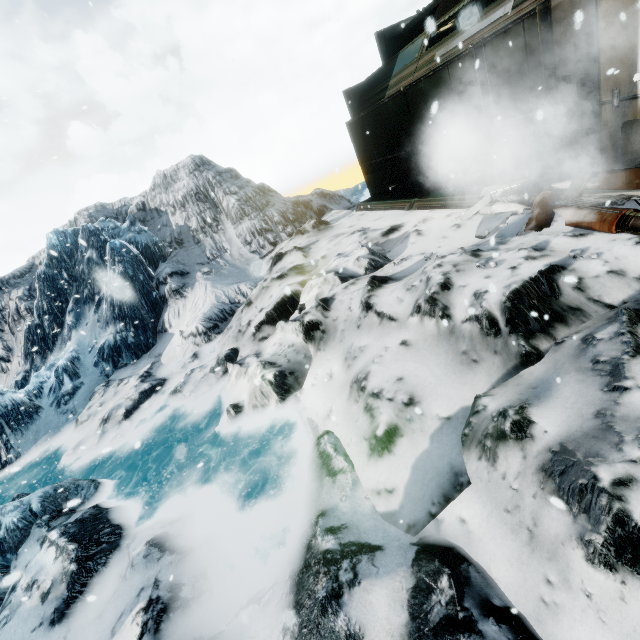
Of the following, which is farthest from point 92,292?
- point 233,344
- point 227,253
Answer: point 233,344
